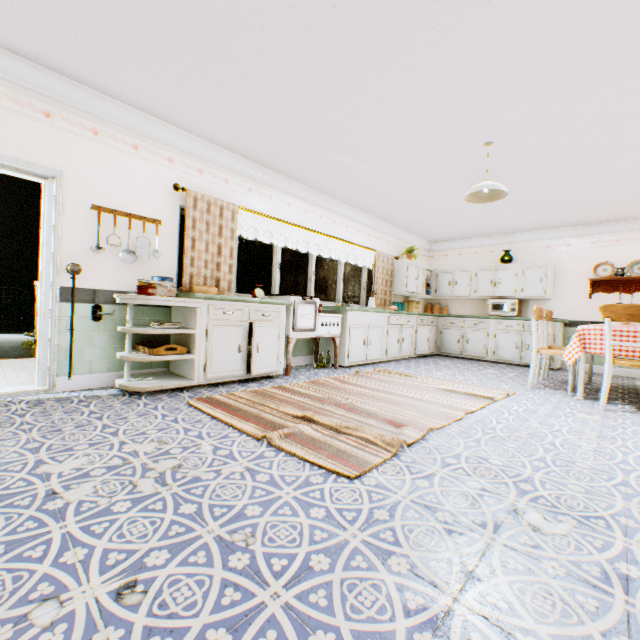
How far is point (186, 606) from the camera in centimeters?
104cm

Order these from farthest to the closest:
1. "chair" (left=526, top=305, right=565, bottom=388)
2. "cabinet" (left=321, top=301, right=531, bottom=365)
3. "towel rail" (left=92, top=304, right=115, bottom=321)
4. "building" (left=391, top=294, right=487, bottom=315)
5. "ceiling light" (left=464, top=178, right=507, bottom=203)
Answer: "building" (left=391, top=294, right=487, bottom=315) → "cabinet" (left=321, top=301, right=531, bottom=365) → "chair" (left=526, top=305, right=565, bottom=388) → "ceiling light" (left=464, top=178, right=507, bottom=203) → "towel rail" (left=92, top=304, right=115, bottom=321)

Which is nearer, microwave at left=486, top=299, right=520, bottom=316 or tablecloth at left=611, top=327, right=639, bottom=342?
tablecloth at left=611, top=327, right=639, bottom=342

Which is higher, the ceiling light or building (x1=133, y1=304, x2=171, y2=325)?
the ceiling light

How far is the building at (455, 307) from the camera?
8.5m

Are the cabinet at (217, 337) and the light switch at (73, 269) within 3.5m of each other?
yes

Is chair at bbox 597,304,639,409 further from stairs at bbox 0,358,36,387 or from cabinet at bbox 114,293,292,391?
stairs at bbox 0,358,36,387

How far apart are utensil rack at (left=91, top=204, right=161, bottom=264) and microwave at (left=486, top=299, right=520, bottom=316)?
7.4 meters
